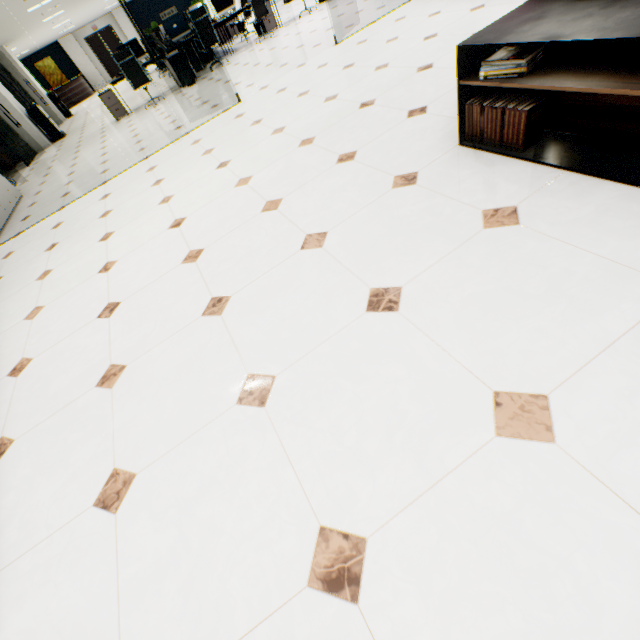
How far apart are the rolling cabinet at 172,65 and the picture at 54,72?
21.56m

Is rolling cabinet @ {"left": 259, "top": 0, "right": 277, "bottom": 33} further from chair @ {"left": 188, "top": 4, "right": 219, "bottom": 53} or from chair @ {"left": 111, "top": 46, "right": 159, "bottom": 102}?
chair @ {"left": 111, "top": 46, "right": 159, "bottom": 102}

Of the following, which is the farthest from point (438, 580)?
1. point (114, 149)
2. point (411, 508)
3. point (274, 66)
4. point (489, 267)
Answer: → point (114, 149)

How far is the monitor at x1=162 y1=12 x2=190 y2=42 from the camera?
8.75m

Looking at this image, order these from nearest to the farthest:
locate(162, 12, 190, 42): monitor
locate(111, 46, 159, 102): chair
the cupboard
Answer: the cupboard < locate(111, 46, 159, 102): chair < locate(162, 12, 190, 42): monitor

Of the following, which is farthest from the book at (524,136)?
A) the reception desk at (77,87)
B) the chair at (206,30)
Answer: the reception desk at (77,87)

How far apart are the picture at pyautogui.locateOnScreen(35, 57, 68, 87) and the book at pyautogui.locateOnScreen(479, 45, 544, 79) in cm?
3177

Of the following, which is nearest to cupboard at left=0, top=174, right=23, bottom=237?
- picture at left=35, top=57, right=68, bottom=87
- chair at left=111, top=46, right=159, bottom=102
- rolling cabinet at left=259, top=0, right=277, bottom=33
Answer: chair at left=111, top=46, right=159, bottom=102
